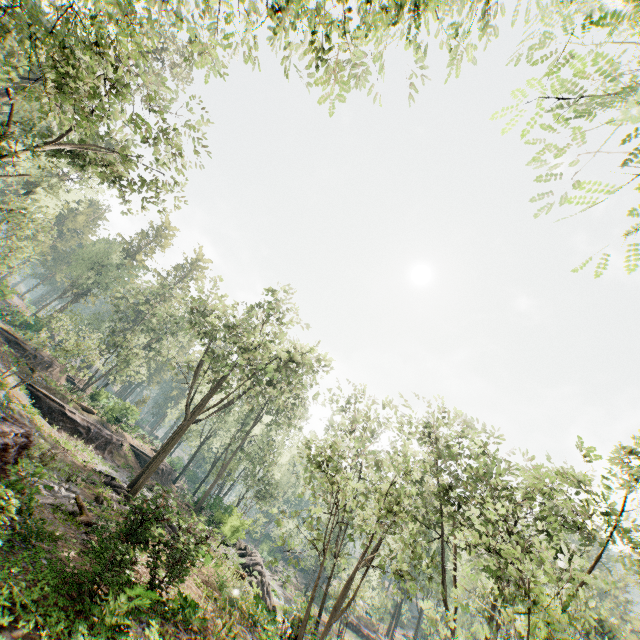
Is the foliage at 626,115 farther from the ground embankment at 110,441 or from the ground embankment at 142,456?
the ground embankment at 110,441

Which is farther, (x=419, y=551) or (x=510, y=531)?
(x=510, y=531)

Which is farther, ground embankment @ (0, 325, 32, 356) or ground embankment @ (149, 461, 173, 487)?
ground embankment @ (149, 461, 173, 487)

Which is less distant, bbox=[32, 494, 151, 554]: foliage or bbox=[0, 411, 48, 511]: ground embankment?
bbox=[0, 411, 48, 511]: ground embankment

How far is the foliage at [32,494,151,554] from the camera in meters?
10.2 m

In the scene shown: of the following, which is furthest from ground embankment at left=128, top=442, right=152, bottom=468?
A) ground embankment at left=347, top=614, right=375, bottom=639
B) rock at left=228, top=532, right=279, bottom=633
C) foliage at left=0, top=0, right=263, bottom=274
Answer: ground embankment at left=347, top=614, right=375, bottom=639

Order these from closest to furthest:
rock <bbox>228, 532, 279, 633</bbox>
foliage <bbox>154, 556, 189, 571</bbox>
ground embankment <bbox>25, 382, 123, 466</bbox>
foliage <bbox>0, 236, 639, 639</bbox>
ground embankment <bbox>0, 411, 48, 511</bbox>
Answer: ground embankment <bbox>0, 411, 48, 511</bbox>
foliage <bbox>0, 236, 639, 639</bbox>
foliage <bbox>154, 556, 189, 571</bbox>
rock <bbox>228, 532, 279, 633</bbox>
ground embankment <bbox>25, 382, 123, 466</bbox>

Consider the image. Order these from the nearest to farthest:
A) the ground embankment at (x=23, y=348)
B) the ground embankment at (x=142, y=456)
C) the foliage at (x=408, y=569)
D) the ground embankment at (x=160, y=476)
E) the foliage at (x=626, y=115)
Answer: the foliage at (x=626, y=115) < the foliage at (x=408, y=569) < the ground embankment at (x=23, y=348) < the ground embankment at (x=142, y=456) < the ground embankment at (x=160, y=476)
